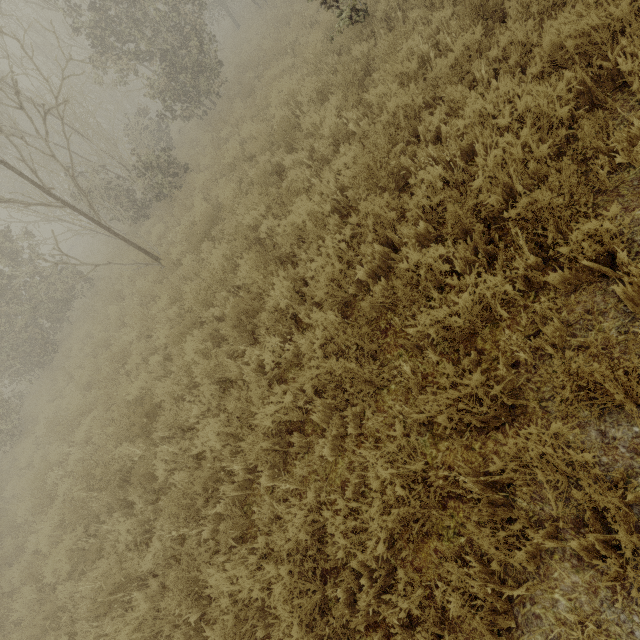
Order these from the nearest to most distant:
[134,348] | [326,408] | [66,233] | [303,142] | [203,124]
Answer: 1. [326,408]
2. [303,142]
3. [134,348]
4. [203,124]
5. [66,233]
